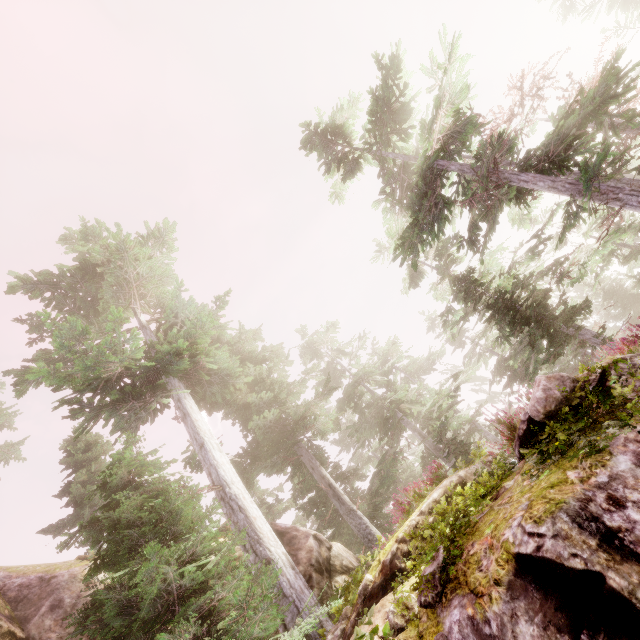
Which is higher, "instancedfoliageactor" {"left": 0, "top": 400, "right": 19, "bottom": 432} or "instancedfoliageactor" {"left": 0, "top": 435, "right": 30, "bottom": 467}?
"instancedfoliageactor" {"left": 0, "top": 400, "right": 19, "bottom": 432}

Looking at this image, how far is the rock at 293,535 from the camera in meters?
9.0

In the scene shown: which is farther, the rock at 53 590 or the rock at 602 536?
the rock at 53 590

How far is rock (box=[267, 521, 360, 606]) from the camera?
9.0m

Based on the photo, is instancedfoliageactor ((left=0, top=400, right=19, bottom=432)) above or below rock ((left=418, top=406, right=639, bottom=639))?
above

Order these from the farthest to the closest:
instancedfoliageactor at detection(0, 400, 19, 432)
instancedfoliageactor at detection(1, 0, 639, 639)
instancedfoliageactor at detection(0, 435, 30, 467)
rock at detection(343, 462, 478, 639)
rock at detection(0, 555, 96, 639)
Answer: instancedfoliageactor at detection(0, 400, 19, 432) → instancedfoliageactor at detection(0, 435, 30, 467) → rock at detection(0, 555, 96, 639) → rock at detection(343, 462, 478, 639) → instancedfoliageactor at detection(1, 0, 639, 639)

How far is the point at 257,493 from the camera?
22.6m

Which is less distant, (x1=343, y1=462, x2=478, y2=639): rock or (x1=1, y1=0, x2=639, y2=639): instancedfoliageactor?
(x1=1, y1=0, x2=639, y2=639): instancedfoliageactor
